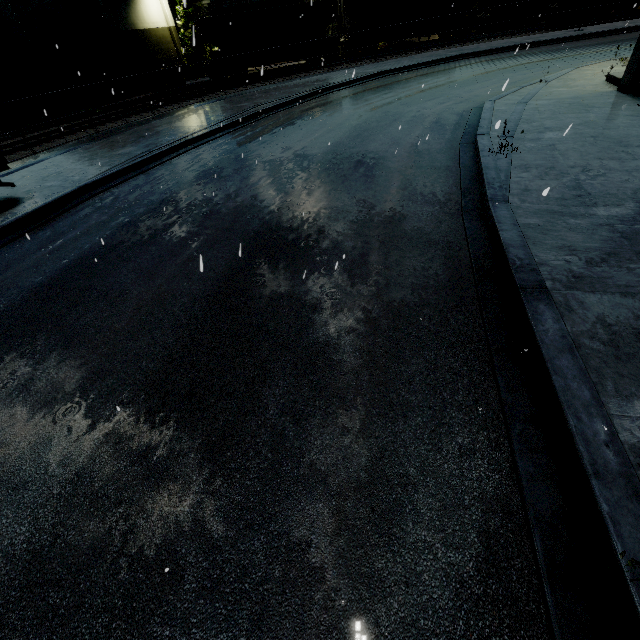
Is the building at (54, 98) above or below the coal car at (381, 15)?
below

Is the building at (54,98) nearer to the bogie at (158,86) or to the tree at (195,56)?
the tree at (195,56)

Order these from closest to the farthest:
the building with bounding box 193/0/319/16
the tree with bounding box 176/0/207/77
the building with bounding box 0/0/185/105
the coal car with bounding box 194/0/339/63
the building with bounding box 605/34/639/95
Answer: the building with bounding box 605/34/639/95
the building with bounding box 0/0/185/105
the coal car with bounding box 194/0/339/63
the tree with bounding box 176/0/207/77
the building with bounding box 193/0/319/16

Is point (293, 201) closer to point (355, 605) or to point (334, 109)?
point (355, 605)

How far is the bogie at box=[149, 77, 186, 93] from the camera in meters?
28.8 m

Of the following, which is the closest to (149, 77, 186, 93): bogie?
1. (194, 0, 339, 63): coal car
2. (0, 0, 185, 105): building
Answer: (194, 0, 339, 63): coal car

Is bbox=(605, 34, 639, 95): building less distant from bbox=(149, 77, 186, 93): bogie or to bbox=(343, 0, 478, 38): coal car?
bbox=(343, 0, 478, 38): coal car

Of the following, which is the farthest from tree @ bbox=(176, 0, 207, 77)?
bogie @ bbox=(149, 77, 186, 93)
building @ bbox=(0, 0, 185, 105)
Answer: bogie @ bbox=(149, 77, 186, 93)
